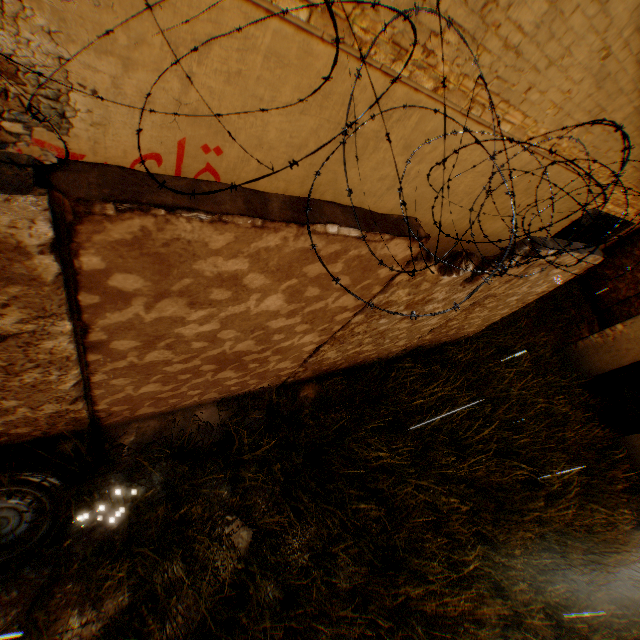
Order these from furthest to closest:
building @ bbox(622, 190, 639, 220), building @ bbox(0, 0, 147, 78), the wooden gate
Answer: the wooden gate → building @ bbox(622, 190, 639, 220) → building @ bbox(0, 0, 147, 78)

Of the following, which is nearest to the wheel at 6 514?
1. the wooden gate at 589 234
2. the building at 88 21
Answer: the building at 88 21

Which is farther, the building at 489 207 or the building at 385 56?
the building at 489 207

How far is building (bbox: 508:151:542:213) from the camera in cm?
523

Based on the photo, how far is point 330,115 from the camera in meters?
3.3

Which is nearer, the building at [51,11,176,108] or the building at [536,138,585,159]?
the building at [51,11,176,108]

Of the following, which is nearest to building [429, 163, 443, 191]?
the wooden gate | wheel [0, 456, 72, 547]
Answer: the wooden gate
